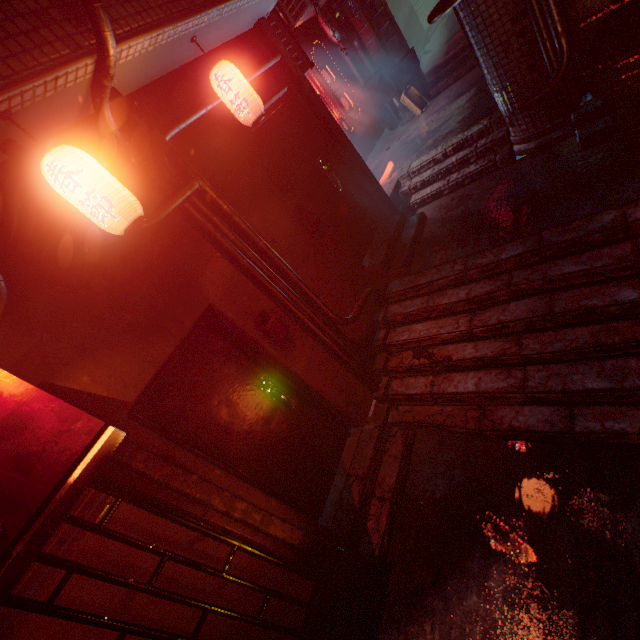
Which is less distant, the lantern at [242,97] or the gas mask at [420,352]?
the lantern at [242,97]

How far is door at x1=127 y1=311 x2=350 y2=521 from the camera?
2.4 meters

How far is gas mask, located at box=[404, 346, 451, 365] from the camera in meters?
3.2 m

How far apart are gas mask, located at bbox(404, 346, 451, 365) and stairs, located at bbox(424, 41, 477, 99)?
6.42m

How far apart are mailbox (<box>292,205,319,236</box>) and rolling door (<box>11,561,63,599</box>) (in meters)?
2.80

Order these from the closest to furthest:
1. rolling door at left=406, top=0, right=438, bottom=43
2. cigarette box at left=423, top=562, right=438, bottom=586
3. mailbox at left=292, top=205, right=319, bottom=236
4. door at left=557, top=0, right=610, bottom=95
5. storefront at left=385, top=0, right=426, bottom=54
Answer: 1. cigarette box at left=423, top=562, right=438, bottom=586
2. door at left=557, top=0, right=610, bottom=95
3. mailbox at left=292, top=205, right=319, bottom=236
4. storefront at left=385, top=0, right=426, bottom=54
5. rolling door at left=406, top=0, right=438, bottom=43

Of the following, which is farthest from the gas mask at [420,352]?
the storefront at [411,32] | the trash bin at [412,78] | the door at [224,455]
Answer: the storefront at [411,32]

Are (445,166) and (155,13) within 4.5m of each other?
yes
